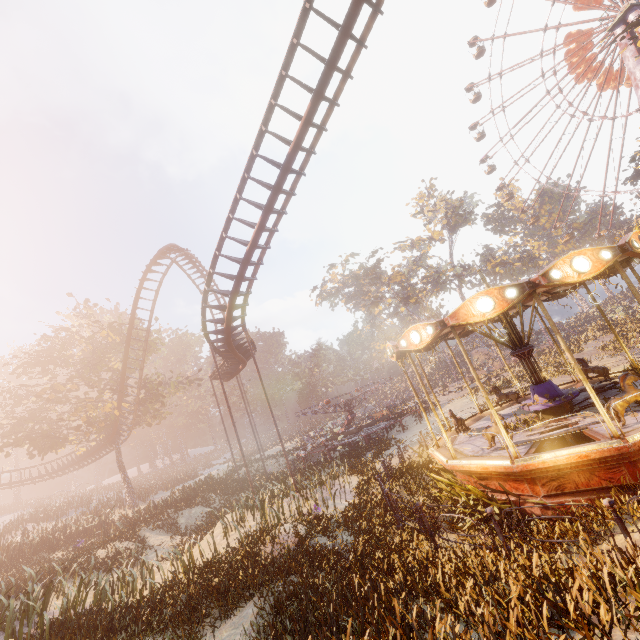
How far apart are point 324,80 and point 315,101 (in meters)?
0.64

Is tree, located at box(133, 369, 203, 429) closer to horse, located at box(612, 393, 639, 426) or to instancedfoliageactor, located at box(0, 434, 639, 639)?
instancedfoliageactor, located at box(0, 434, 639, 639)

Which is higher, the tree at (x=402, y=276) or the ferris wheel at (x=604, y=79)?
the ferris wheel at (x=604, y=79)

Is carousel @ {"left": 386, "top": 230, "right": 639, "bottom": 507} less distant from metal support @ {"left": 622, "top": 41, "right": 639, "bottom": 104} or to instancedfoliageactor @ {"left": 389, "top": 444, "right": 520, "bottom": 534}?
instancedfoliageactor @ {"left": 389, "top": 444, "right": 520, "bottom": 534}

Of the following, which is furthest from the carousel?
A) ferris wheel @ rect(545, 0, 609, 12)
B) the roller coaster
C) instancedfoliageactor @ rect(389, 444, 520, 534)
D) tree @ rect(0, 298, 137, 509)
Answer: ferris wheel @ rect(545, 0, 609, 12)

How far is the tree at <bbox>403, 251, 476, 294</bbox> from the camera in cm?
5127

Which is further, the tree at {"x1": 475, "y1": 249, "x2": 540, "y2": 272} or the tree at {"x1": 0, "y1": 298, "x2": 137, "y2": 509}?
the tree at {"x1": 475, "y1": 249, "x2": 540, "y2": 272}

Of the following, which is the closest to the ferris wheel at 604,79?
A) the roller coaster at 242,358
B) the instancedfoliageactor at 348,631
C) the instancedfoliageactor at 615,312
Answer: the instancedfoliageactor at 615,312
